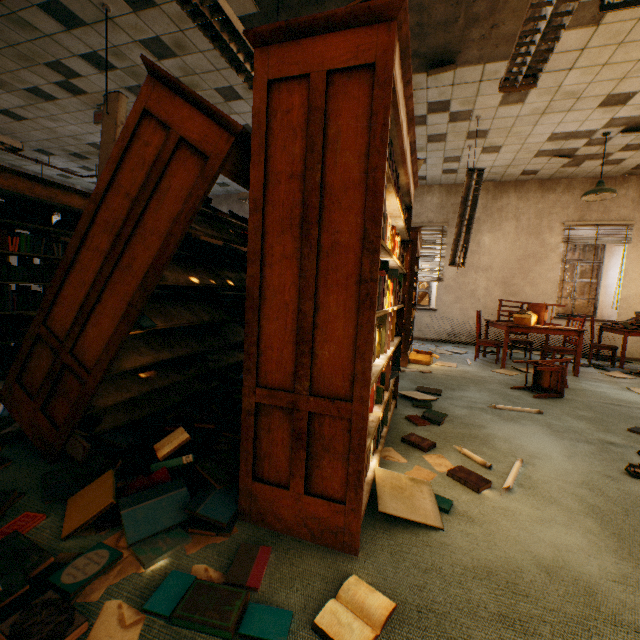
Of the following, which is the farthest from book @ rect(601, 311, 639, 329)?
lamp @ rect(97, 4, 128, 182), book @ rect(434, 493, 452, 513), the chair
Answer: lamp @ rect(97, 4, 128, 182)

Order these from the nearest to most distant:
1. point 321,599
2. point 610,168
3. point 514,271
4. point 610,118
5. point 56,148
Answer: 1. point 321,599
2. point 610,118
3. point 610,168
4. point 56,148
5. point 514,271

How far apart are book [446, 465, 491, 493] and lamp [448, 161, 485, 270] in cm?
392

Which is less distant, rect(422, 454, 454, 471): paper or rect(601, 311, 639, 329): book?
rect(422, 454, 454, 471): paper

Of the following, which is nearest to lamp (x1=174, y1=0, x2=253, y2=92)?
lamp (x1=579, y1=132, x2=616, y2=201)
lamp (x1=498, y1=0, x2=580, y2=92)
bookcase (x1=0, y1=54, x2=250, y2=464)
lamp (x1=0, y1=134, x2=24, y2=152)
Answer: bookcase (x1=0, y1=54, x2=250, y2=464)

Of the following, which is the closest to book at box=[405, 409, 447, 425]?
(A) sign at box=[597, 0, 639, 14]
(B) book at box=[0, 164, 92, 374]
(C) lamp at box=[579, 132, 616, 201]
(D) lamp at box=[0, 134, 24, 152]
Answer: (A) sign at box=[597, 0, 639, 14]

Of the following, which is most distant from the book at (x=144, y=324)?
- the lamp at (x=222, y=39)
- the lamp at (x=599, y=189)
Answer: the lamp at (x=599, y=189)

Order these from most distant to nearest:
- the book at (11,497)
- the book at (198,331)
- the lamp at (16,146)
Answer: the lamp at (16,146), the book at (198,331), the book at (11,497)
